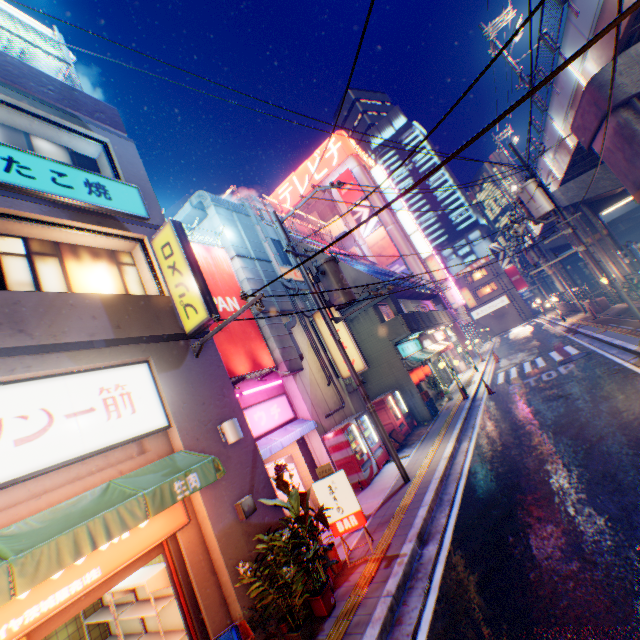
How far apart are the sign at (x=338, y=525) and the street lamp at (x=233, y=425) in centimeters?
202cm

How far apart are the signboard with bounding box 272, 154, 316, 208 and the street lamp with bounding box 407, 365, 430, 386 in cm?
3230

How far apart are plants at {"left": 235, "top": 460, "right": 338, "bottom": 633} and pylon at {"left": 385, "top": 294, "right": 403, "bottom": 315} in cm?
1117

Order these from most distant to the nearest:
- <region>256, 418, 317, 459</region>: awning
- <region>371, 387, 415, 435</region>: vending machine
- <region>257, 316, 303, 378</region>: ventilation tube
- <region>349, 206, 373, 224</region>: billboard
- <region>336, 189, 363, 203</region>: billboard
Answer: <region>336, 189, 363, 203</region>: billboard → <region>349, 206, 373, 224</region>: billboard → <region>371, 387, 415, 435</region>: vending machine → <region>257, 316, 303, 378</region>: ventilation tube → <region>256, 418, 317, 459</region>: awning

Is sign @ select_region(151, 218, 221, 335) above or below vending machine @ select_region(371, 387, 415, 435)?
above

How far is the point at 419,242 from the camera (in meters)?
38.62

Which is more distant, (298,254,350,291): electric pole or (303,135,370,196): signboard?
(303,135,370,196): signboard

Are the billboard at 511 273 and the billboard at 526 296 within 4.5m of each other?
yes
